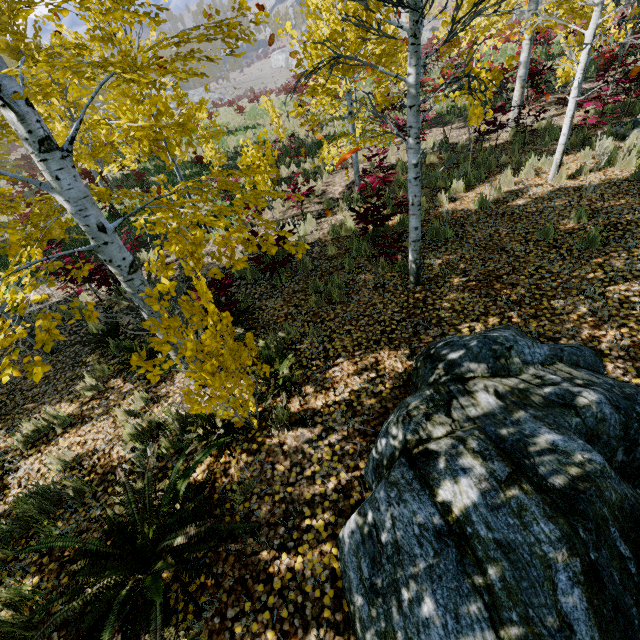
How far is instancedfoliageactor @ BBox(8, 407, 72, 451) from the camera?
4.5 meters

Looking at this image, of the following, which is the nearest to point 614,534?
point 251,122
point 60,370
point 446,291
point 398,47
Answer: point 446,291

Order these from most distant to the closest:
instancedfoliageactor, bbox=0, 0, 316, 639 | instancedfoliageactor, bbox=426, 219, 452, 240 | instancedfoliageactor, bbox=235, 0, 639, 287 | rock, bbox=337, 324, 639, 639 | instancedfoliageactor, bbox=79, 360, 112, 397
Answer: instancedfoliageactor, bbox=426, 219, 452, 240, instancedfoliageactor, bbox=79, 360, 112, 397, instancedfoliageactor, bbox=235, 0, 639, 287, instancedfoliageactor, bbox=0, 0, 316, 639, rock, bbox=337, 324, 639, 639

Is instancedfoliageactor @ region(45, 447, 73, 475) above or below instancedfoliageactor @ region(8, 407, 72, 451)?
above

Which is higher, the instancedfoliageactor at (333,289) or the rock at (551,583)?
the rock at (551,583)

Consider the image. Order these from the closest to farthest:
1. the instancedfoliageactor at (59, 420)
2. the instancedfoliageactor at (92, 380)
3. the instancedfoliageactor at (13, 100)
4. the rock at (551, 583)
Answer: the rock at (551, 583) → the instancedfoliageactor at (13, 100) → the instancedfoliageactor at (59, 420) → the instancedfoliageactor at (92, 380)

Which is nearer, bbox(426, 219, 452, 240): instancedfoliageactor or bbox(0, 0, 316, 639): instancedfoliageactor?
bbox(0, 0, 316, 639): instancedfoliageactor
